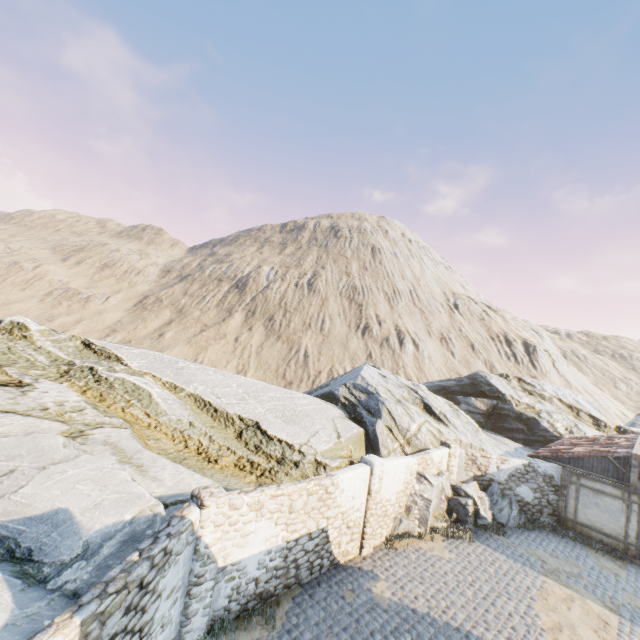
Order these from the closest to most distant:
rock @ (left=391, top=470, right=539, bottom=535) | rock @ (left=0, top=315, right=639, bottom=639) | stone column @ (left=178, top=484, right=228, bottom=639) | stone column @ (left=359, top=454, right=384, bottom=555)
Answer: rock @ (left=0, top=315, right=639, bottom=639) < stone column @ (left=178, top=484, right=228, bottom=639) < stone column @ (left=359, top=454, right=384, bottom=555) < rock @ (left=391, top=470, right=539, bottom=535)

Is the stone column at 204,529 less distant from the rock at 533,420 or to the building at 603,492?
the rock at 533,420

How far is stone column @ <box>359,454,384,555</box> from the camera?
11.4m

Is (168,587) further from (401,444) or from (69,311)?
(69,311)

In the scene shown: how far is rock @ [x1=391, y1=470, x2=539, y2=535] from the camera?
13.3 meters

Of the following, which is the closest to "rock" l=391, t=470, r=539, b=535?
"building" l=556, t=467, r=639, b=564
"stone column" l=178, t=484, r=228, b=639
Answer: "stone column" l=178, t=484, r=228, b=639

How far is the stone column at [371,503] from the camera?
11.36m

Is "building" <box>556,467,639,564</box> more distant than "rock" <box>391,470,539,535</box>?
Yes
